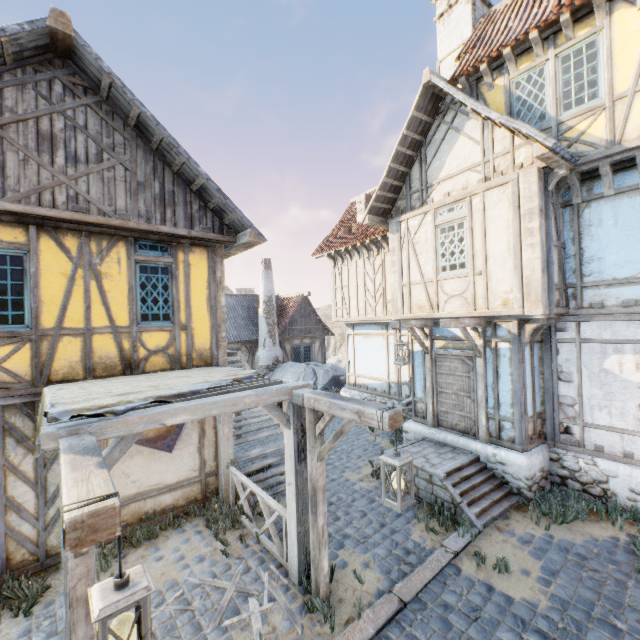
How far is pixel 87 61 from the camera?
5.4 meters

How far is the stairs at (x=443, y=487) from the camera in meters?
6.3

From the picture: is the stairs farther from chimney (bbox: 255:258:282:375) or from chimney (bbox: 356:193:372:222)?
chimney (bbox: 255:258:282:375)

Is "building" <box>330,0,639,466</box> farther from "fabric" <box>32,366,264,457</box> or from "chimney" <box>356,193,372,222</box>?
"fabric" <box>32,366,264,457</box>

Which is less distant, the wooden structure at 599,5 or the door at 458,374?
the wooden structure at 599,5

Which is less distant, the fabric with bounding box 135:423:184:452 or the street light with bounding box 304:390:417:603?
the street light with bounding box 304:390:417:603

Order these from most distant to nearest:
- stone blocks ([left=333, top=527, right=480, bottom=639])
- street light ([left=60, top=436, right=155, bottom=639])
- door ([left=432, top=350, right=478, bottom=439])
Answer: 1. door ([left=432, top=350, right=478, bottom=439])
2. stone blocks ([left=333, top=527, right=480, bottom=639])
3. street light ([left=60, top=436, right=155, bottom=639])

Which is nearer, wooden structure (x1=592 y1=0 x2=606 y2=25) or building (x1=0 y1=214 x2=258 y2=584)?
building (x1=0 y1=214 x2=258 y2=584)
